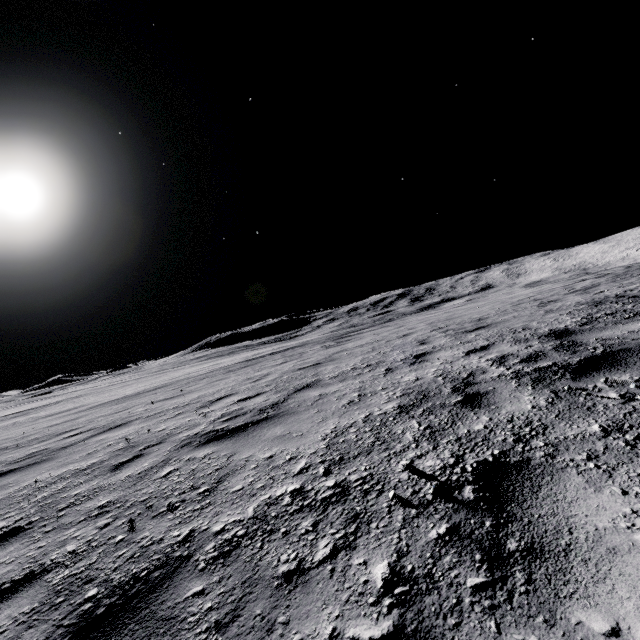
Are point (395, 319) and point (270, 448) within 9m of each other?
no
